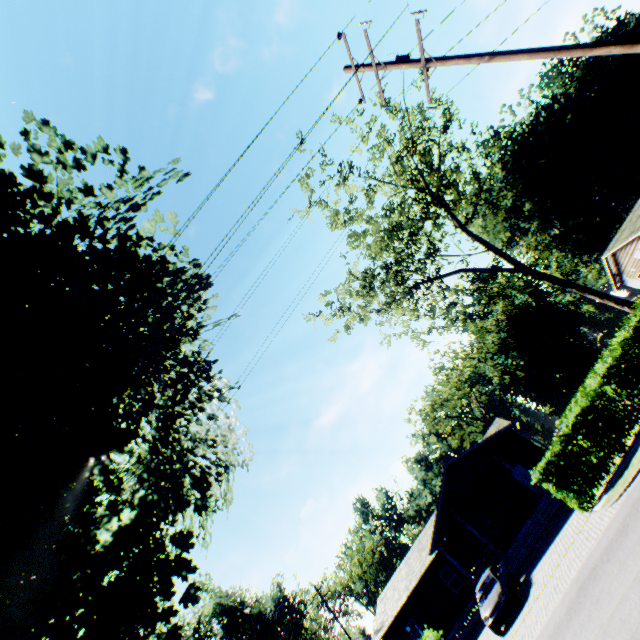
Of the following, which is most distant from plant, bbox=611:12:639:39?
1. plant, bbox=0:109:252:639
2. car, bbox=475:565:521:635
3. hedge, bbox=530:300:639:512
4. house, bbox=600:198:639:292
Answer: house, bbox=600:198:639:292

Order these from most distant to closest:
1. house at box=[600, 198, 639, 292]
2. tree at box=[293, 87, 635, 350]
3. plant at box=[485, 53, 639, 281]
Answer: plant at box=[485, 53, 639, 281], house at box=[600, 198, 639, 292], tree at box=[293, 87, 635, 350]

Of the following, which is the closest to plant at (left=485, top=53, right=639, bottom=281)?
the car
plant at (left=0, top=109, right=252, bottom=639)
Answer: plant at (left=0, top=109, right=252, bottom=639)

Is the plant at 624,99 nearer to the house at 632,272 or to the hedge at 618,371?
the hedge at 618,371

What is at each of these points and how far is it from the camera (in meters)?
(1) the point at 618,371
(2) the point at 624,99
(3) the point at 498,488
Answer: (1) hedge, 14.69
(2) plant, 44.19
(3) house, 26.03

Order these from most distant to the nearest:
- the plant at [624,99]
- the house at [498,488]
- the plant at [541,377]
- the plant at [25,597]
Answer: the plant at [541,377], the plant at [624,99], the house at [498,488], the plant at [25,597]

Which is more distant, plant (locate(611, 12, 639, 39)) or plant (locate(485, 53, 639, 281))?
plant (locate(485, 53, 639, 281))

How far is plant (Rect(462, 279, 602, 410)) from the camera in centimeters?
4928cm
